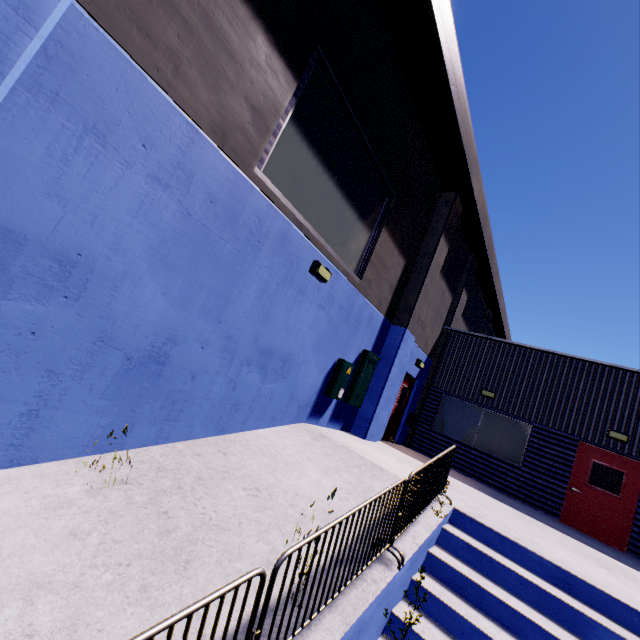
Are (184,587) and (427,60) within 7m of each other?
no

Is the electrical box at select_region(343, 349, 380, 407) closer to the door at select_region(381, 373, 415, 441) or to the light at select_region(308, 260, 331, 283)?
the door at select_region(381, 373, 415, 441)

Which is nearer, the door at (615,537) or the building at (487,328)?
the building at (487,328)

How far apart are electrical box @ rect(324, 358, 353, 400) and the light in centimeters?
242cm

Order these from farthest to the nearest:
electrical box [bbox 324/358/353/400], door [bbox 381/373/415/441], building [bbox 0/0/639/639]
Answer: door [bbox 381/373/415/441], electrical box [bbox 324/358/353/400], building [bbox 0/0/639/639]

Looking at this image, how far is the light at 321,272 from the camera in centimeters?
612cm

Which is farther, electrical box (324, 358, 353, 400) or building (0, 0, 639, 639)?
electrical box (324, 358, 353, 400)

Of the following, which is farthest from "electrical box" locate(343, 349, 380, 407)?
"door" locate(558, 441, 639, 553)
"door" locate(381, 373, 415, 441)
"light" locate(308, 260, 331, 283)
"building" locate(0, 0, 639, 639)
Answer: "door" locate(558, 441, 639, 553)
